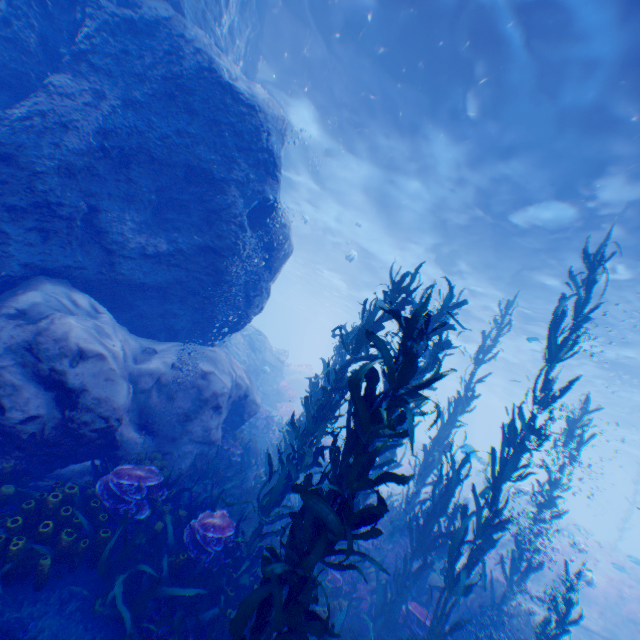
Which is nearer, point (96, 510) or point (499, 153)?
point (96, 510)

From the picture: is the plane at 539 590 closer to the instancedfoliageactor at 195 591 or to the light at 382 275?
the instancedfoliageactor at 195 591

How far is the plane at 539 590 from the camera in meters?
13.7 m

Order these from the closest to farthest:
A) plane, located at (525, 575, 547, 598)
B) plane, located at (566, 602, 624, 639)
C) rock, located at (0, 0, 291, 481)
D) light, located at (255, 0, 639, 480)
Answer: rock, located at (0, 0, 291, 481)
light, located at (255, 0, 639, 480)
plane, located at (566, 602, 624, 639)
plane, located at (525, 575, 547, 598)

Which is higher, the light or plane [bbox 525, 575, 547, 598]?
the light

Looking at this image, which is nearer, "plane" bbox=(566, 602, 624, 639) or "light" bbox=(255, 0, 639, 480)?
"light" bbox=(255, 0, 639, 480)

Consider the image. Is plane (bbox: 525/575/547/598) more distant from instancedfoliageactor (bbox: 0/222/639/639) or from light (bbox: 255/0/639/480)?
light (bbox: 255/0/639/480)

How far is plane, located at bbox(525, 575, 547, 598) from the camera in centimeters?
1370cm
